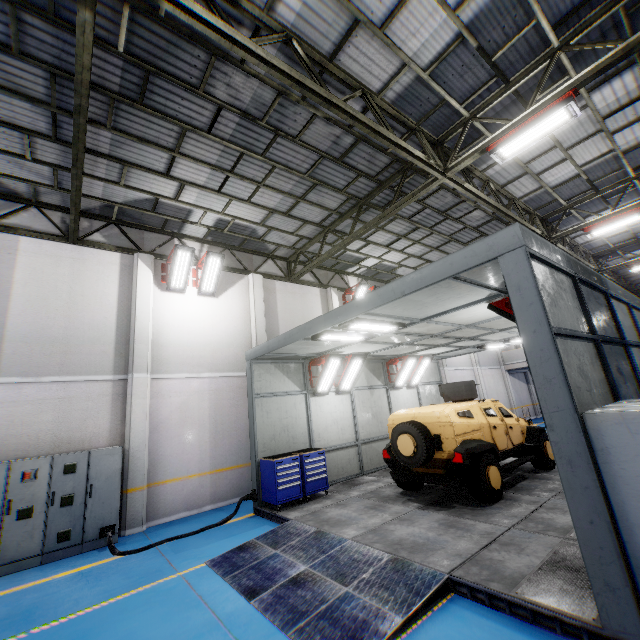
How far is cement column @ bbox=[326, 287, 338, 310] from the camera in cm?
1491

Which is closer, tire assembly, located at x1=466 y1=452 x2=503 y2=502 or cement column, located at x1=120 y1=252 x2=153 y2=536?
tire assembly, located at x1=466 y1=452 x2=503 y2=502

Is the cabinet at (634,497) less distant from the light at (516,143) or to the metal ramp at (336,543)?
the metal ramp at (336,543)

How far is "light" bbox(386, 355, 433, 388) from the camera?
12.8m

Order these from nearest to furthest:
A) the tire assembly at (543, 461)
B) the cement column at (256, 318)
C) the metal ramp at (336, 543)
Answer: the metal ramp at (336, 543) < the tire assembly at (543, 461) < the cement column at (256, 318)

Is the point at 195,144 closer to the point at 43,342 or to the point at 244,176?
the point at 244,176

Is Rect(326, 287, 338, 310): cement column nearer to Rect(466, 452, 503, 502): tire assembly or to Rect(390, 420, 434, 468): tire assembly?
Rect(390, 420, 434, 468): tire assembly

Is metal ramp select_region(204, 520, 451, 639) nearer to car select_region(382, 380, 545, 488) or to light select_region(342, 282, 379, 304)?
car select_region(382, 380, 545, 488)
